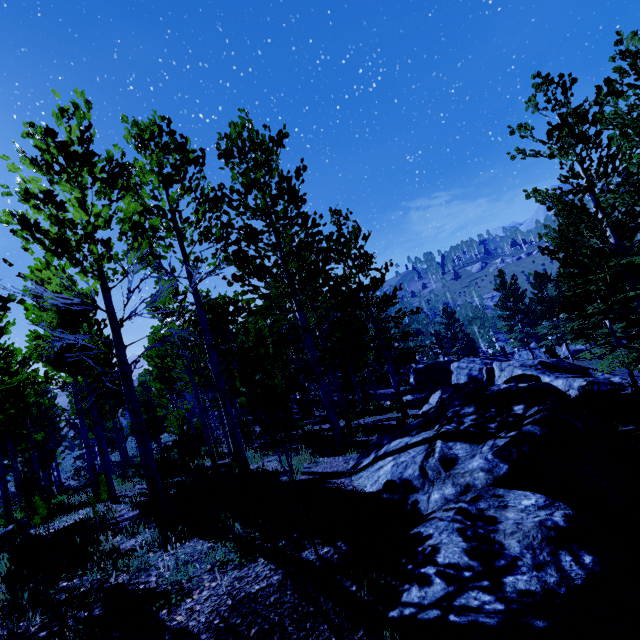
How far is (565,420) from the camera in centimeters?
379cm

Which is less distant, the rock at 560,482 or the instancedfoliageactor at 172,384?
the rock at 560,482

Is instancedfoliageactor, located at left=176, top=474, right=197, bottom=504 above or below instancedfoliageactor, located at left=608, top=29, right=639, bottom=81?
below

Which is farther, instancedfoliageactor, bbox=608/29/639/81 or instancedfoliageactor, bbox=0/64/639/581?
instancedfoliageactor, bbox=608/29/639/81

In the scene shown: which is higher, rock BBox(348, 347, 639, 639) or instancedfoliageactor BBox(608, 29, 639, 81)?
instancedfoliageactor BBox(608, 29, 639, 81)

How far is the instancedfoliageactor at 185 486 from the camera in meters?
6.6

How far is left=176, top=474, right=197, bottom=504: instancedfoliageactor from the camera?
6.6 meters

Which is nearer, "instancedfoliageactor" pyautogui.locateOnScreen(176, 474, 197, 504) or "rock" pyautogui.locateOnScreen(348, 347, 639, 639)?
"rock" pyautogui.locateOnScreen(348, 347, 639, 639)
